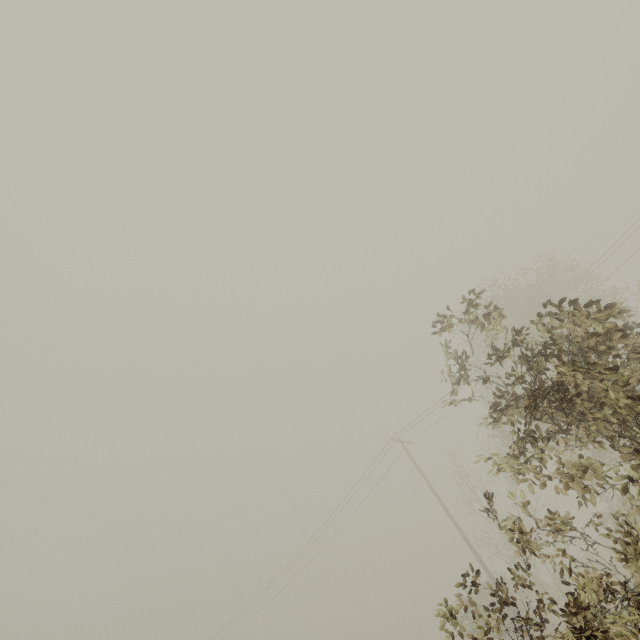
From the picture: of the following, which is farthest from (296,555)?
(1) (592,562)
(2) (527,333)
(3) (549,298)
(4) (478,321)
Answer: (3) (549,298)
